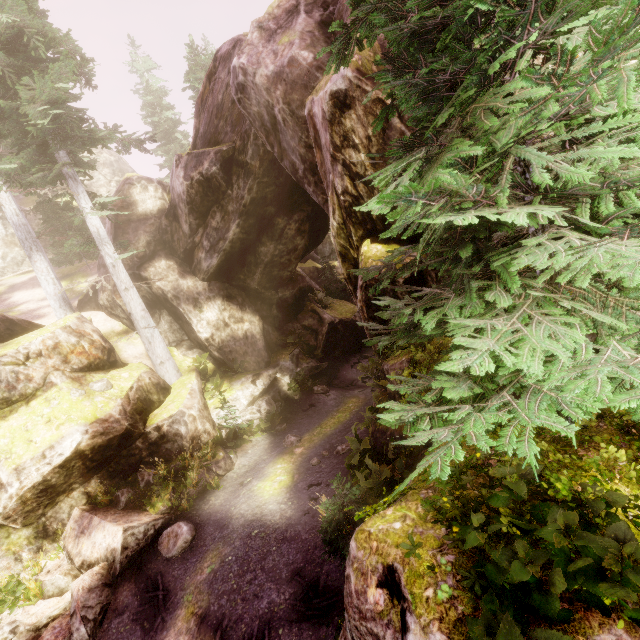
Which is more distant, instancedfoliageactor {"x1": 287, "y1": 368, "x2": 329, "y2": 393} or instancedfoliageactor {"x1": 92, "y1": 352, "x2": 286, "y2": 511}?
instancedfoliageactor {"x1": 287, "y1": 368, "x2": 329, "y2": 393}

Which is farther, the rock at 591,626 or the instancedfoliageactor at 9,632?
the instancedfoliageactor at 9,632

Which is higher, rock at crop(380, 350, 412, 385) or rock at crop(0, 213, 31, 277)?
rock at crop(0, 213, 31, 277)

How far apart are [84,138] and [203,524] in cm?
1449

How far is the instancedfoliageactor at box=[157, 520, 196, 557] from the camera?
8.8m

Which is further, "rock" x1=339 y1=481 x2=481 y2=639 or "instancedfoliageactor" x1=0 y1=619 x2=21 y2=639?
"instancedfoliageactor" x1=0 y1=619 x2=21 y2=639

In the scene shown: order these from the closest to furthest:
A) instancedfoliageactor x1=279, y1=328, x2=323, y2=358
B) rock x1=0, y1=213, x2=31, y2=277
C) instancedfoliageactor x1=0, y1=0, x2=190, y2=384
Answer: instancedfoliageactor x1=0, y1=0, x2=190, y2=384 < instancedfoliageactor x1=279, y1=328, x2=323, y2=358 < rock x1=0, y1=213, x2=31, y2=277
